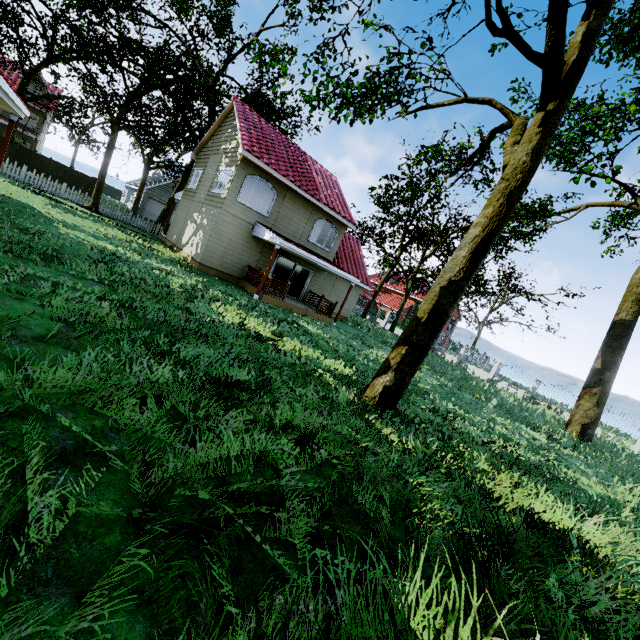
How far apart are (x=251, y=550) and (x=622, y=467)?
16.95m

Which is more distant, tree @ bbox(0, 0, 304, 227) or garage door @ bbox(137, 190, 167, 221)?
garage door @ bbox(137, 190, 167, 221)

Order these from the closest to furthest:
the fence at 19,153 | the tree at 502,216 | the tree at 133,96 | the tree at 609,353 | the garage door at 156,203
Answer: the tree at 502,216, the tree at 609,353, the tree at 133,96, the fence at 19,153, the garage door at 156,203

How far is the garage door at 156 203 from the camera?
37.53m

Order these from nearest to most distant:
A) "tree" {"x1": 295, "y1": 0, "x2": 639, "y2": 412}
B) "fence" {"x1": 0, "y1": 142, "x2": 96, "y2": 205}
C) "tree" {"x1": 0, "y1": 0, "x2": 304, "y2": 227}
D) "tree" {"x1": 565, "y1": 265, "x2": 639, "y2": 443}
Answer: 1. "tree" {"x1": 295, "y1": 0, "x2": 639, "y2": 412}
2. "tree" {"x1": 565, "y1": 265, "x2": 639, "y2": 443}
3. "tree" {"x1": 0, "y1": 0, "x2": 304, "y2": 227}
4. "fence" {"x1": 0, "y1": 142, "x2": 96, "y2": 205}

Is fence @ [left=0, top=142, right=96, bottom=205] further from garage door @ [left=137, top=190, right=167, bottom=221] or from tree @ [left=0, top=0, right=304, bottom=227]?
garage door @ [left=137, top=190, right=167, bottom=221]
